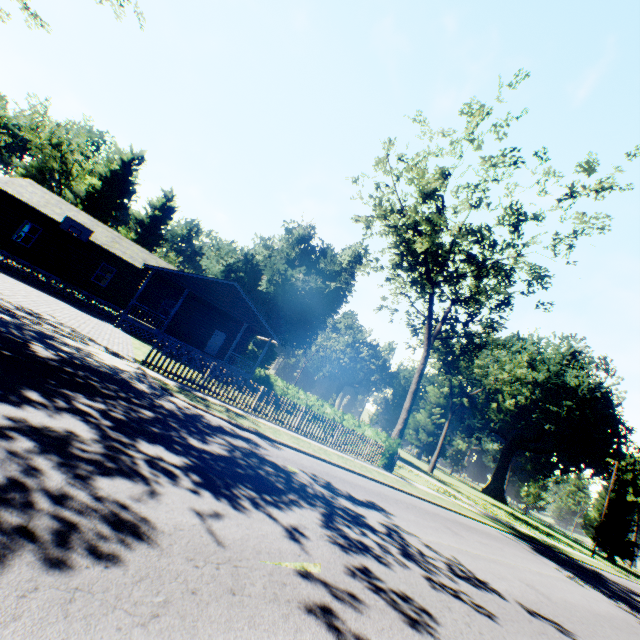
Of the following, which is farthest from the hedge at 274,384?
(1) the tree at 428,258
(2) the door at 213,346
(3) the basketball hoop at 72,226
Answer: (3) the basketball hoop at 72,226

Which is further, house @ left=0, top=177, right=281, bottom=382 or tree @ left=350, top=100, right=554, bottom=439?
house @ left=0, top=177, right=281, bottom=382

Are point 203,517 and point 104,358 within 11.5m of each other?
yes

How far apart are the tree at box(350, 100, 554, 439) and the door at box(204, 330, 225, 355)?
16.7m

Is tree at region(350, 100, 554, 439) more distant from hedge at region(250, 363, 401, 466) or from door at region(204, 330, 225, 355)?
door at region(204, 330, 225, 355)

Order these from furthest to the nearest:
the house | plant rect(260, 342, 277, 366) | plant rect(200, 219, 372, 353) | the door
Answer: plant rect(260, 342, 277, 366) < plant rect(200, 219, 372, 353) < the door < the house

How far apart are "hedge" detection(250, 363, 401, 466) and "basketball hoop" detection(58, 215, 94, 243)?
19.0 meters

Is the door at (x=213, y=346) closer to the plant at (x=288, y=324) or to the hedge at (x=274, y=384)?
the hedge at (x=274, y=384)
